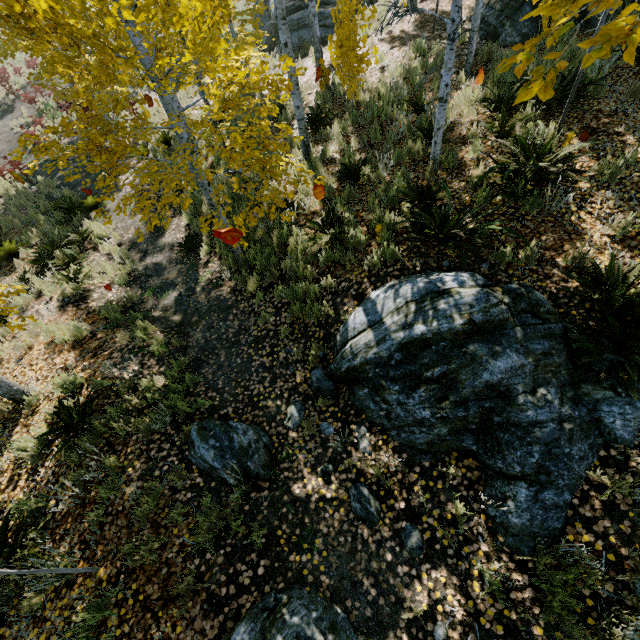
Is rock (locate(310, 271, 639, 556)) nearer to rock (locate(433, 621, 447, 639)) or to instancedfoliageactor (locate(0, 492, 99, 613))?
instancedfoliageactor (locate(0, 492, 99, 613))

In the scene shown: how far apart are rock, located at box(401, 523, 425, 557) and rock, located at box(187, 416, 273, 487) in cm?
179

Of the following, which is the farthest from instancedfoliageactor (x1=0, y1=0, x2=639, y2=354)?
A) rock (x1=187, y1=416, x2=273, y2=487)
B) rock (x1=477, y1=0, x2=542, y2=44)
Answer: rock (x1=187, y1=416, x2=273, y2=487)

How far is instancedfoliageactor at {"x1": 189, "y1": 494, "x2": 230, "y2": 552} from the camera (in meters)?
3.53

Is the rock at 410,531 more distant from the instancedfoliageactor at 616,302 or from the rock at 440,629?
the instancedfoliageactor at 616,302

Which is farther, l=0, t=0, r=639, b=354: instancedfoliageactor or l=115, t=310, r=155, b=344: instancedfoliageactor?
l=115, t=310, r=155, b=344: instancedfoliageactor

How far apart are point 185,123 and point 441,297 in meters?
11.3

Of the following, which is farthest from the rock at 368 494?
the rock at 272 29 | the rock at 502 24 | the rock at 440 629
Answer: the rock at 502 24
